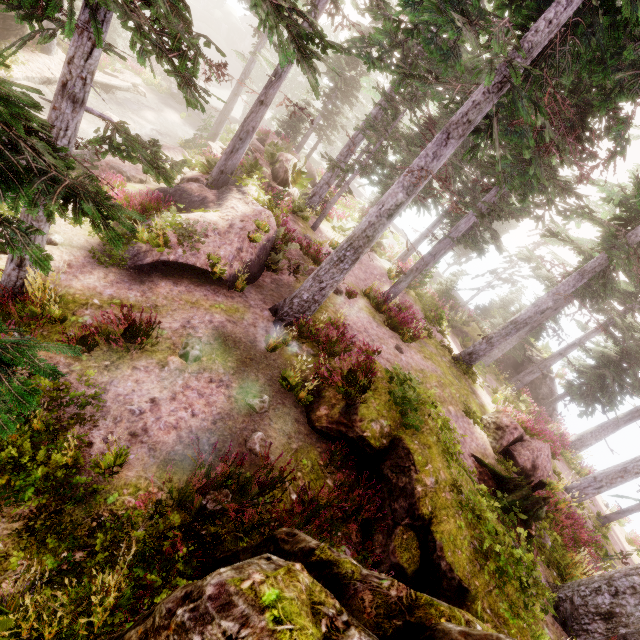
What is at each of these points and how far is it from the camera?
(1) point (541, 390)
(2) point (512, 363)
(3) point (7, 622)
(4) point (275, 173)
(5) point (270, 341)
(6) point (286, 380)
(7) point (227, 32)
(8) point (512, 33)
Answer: (1) rock, 25.56m
(2) rock, 26.48m
(3) instancedfoliageactor, 3.17m
(4) rock, 16.06m
(5) instancedfoliageactor, 8.72m
(6) instancedfoliageactor, 8.00m
(7) rock, 53.50m
(8) instancedfoliageactor, 6.39m

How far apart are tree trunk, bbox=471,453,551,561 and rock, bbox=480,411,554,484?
1.7 meters

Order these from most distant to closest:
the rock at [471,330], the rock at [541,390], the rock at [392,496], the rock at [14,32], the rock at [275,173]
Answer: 1. the rock at [471,330]
2. the rock at [541,390]
3. the rock at [275,173]
4. the rock at [14,32]
5. the rock at [392,496]

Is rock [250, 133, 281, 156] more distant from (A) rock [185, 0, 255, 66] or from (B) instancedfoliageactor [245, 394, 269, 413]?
(A) rock [185, 0, 255, 66]

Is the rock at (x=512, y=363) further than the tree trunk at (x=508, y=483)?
Yes

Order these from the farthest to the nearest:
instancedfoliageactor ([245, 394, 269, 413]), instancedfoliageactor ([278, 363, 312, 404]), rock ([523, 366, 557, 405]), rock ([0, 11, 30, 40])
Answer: rock ([523, 366, 557, 405]), rock ([0, 11, 30, 40]), instancedfoliageactor ([278, 363, 312, 404]), instancedfoliageactor ([245, 394, 269, 413])

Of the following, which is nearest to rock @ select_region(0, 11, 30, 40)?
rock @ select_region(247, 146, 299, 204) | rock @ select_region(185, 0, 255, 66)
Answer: rock @ select_region(247, 146, 299, 204)

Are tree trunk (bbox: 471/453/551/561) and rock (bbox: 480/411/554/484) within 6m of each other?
yes
